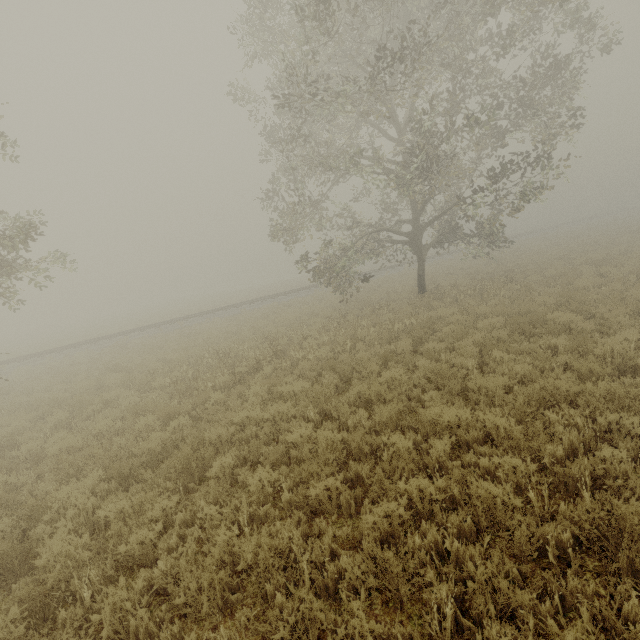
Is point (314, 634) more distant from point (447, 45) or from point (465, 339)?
point (447, 45)
